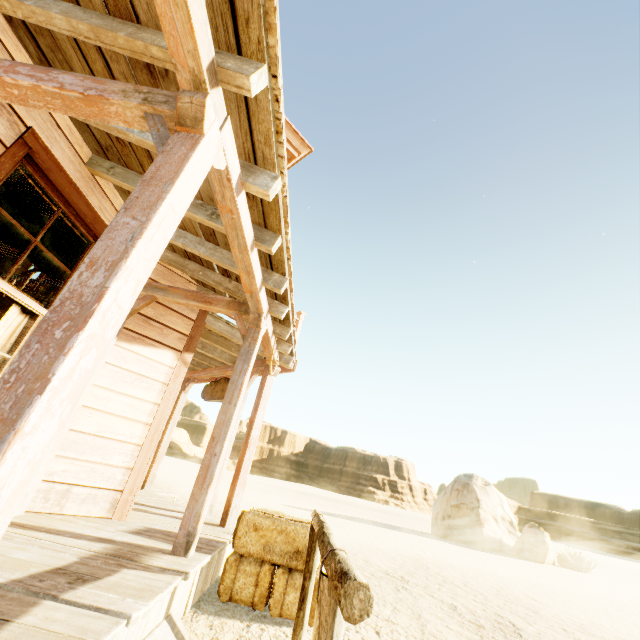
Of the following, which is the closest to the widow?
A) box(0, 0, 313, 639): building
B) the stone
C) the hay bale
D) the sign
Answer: box(0, 0, 313, 639): building

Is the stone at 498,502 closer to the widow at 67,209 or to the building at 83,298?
the building at 83,298

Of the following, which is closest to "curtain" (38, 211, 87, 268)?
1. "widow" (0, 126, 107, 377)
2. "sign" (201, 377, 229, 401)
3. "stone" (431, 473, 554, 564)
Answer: "widow" (0, 126, 107, 377)

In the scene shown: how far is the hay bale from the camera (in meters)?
3.29

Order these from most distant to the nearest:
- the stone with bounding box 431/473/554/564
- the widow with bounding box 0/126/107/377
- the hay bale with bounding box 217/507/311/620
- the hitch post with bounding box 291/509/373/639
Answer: the stone with bounding box 431/473/554/564
the hay bale with bounding box 217/507/311/620
the widow with bounding box 0/126/107/377
the hitch post with bounding box 291/509/373/639

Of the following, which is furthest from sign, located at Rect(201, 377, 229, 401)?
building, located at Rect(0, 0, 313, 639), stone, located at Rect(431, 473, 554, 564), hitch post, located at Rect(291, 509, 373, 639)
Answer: stone, located at Rect(431, 473, 554, 564)

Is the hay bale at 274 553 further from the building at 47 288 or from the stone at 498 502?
the stone at 498 502

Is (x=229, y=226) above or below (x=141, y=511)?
above
